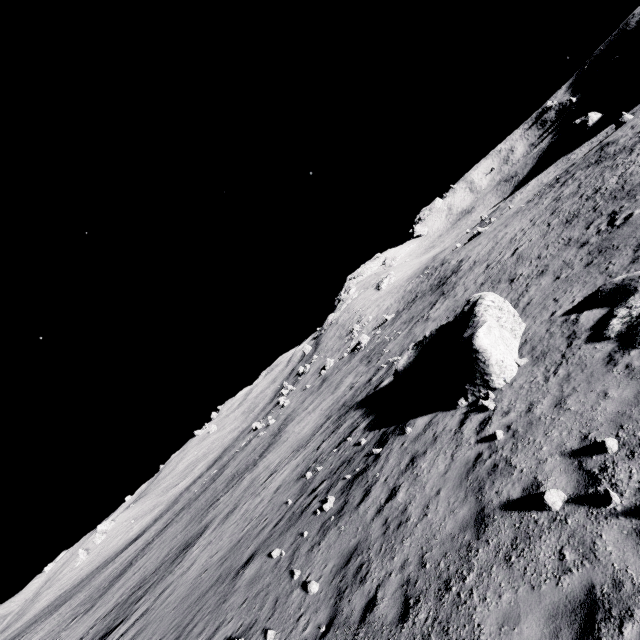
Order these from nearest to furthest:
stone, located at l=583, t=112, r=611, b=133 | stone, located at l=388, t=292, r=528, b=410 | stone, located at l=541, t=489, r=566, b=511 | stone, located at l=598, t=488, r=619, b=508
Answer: stone, located at l=598, t=488, r=619, b=508
stone, located at l=541, t=489, r=566, b=511
stone, located at l=388, t=292, r=528, b=410
stone, located at l=583, t=112, r=611, b=133

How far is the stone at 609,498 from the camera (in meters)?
4.87

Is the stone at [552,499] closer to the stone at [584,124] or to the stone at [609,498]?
the stone at [609,498]

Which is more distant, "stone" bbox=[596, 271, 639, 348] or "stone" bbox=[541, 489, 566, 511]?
"stone" bbox=[596, 271, 639, 348]

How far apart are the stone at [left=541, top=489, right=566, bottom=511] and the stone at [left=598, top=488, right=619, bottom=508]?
0.5 meters

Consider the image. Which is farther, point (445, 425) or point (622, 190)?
point (622, 190)

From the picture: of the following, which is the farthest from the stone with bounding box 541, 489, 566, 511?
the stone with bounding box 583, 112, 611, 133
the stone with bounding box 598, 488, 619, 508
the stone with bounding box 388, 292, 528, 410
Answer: the stone with bounding box 583, 112, 611, 133

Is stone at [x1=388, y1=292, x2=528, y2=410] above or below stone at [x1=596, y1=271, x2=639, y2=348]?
above
